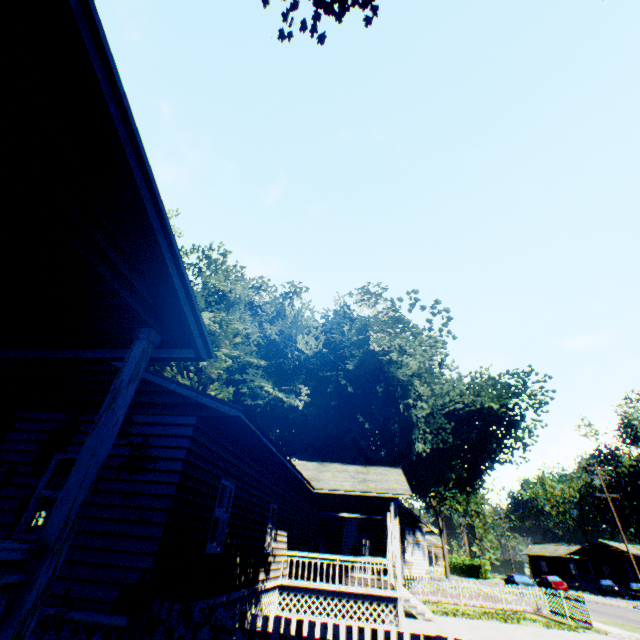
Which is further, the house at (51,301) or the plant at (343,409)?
the plant at (343,409)

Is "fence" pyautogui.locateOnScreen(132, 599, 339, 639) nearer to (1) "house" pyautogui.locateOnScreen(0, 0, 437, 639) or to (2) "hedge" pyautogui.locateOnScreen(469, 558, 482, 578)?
(1) "house" pyautogui.locateOnScreen(0, 0, 437, 639)

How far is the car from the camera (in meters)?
43.12

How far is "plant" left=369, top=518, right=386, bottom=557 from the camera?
23.1 meters

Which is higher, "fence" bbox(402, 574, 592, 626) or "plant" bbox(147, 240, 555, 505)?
"plant" bbox(147, 240, 555, 505)

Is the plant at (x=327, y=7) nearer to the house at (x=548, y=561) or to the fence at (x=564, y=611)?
the fence at (x=564, y=611)

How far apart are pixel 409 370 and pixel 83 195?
20.46m

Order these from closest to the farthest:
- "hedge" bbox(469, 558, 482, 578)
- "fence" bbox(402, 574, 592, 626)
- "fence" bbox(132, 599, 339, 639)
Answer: "fence" bbox(132, 599, 339, 639)
"fence" bbox(402, 574, 592, 626)
"hedge" bbox(469, 558, 482, 578)
